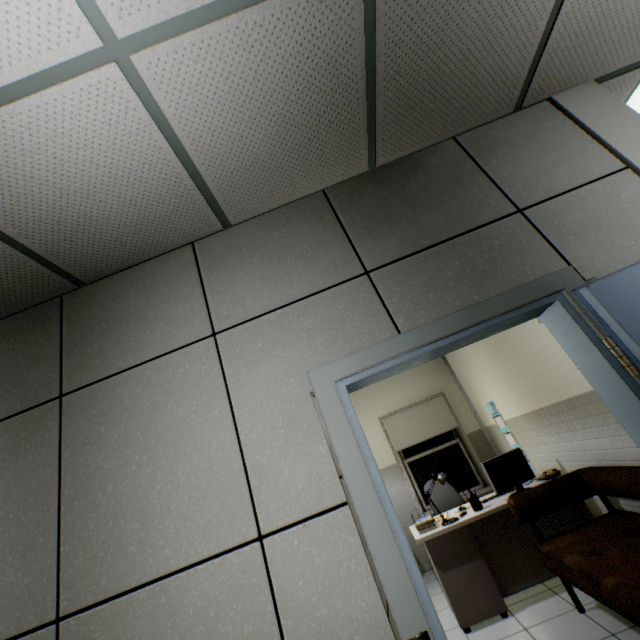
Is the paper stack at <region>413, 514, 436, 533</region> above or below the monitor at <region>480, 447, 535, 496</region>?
below

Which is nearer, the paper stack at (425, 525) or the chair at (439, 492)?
the paper stack at (425, 525)

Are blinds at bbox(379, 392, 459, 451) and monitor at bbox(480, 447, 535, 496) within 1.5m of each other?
no

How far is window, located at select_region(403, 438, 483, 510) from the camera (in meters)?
5.64

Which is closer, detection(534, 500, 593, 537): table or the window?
detection(534, 500, 593, 537): table

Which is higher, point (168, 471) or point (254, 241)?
point (254, 241)

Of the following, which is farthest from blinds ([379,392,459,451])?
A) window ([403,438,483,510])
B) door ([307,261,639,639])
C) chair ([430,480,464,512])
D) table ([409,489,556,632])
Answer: door ([307,261,639,639])

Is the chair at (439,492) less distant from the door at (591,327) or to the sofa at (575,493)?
the sofa at (575,493)
